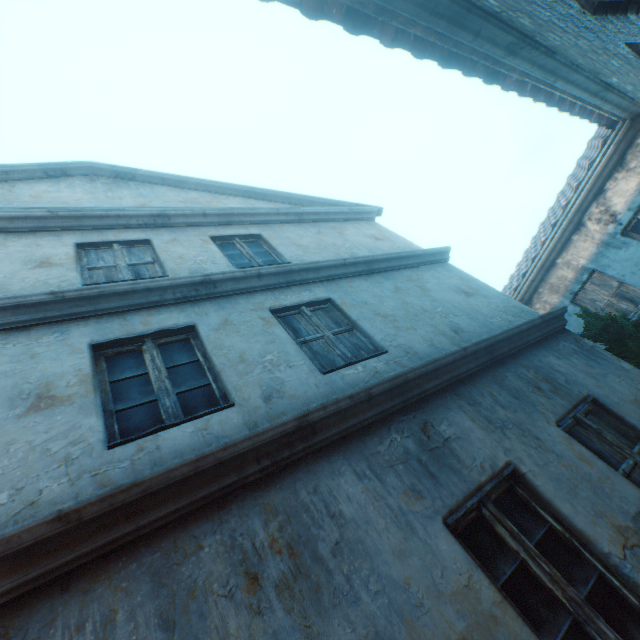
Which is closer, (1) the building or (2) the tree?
(1) the building

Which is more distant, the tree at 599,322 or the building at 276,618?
the tree at 599,322

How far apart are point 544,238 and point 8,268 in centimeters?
1139cm
